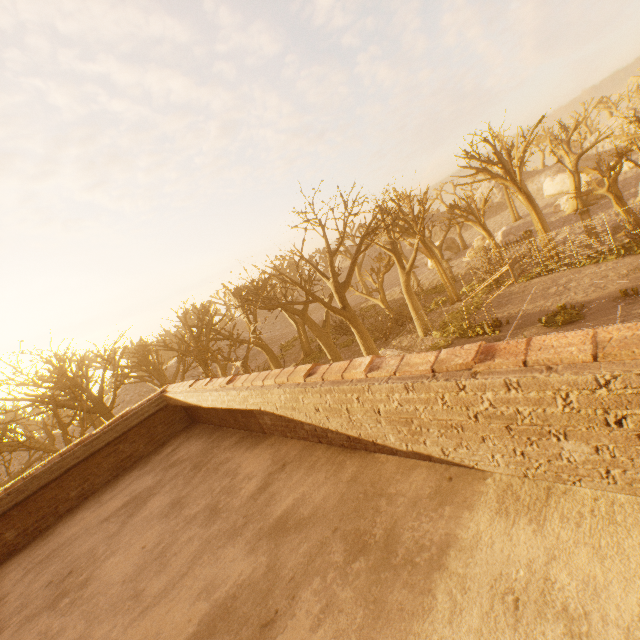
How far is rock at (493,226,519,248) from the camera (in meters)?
35.94

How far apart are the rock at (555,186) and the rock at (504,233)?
22.37m

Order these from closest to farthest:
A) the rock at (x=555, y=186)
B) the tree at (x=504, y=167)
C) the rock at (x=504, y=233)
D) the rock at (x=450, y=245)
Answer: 1. the tree at (x=504, y=167)
2. the rock at (x=504, y=233)
3. the rock at (x=450, y=245)
4. the rock at (x=555, y=186)

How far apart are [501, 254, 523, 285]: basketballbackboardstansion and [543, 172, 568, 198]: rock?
45.5m

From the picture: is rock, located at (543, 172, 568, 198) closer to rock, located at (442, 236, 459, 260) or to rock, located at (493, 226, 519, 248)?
rock, located at (442, 236, 459, 260)

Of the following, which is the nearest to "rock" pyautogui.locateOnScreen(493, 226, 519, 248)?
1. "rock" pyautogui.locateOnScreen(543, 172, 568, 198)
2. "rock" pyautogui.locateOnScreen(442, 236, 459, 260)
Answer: "rock" pyautogui.locateOnScreen(442, 236, 459, 260)

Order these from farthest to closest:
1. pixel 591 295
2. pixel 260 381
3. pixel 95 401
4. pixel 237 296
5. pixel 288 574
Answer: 1. pixel 237 296
2. pixel 95 401
3. pixel 591 295
4. pixel 260 381
5. pixel 288 574

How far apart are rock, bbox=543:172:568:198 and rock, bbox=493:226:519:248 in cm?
2237
